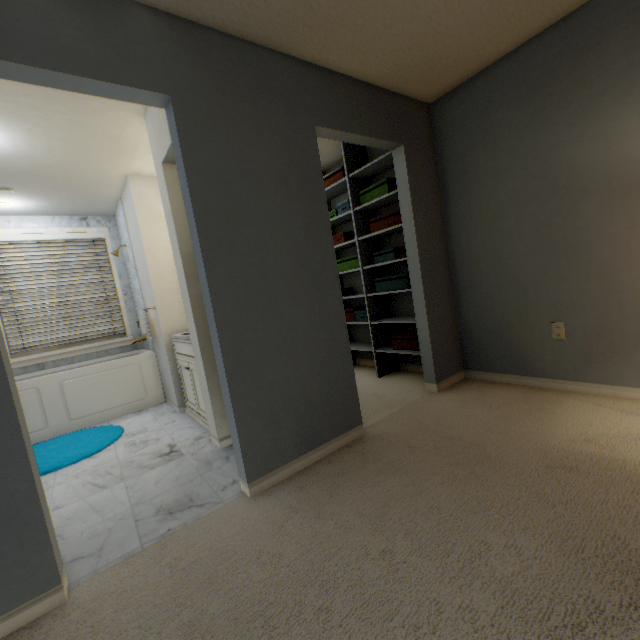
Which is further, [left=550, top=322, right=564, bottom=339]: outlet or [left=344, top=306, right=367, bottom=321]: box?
[left=344, top=306, right=367, bottom=321]: box

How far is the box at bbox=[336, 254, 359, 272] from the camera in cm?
348

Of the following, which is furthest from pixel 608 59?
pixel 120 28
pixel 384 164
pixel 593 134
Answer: pixel 120 28

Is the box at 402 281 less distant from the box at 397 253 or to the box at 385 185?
the box at 397 253

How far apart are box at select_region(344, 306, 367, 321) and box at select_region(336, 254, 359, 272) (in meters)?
0.45

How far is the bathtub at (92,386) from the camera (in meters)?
3.28

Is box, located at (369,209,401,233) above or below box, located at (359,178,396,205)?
below

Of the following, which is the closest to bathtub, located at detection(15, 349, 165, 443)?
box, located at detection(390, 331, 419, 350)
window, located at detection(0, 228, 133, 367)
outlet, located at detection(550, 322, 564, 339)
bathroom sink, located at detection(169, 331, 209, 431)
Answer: window, located at detection(0, 228, 133, 367)
